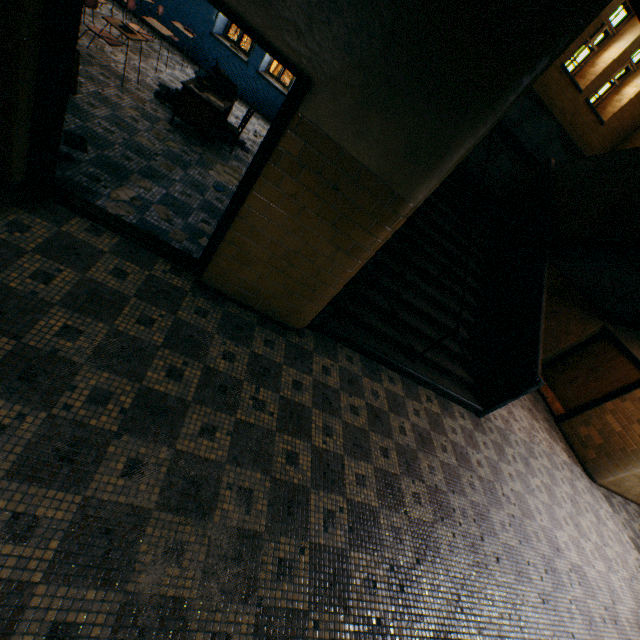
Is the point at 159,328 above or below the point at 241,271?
below

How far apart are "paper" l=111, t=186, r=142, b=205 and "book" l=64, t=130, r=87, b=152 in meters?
0.6

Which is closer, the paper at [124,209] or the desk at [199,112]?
the paper at [124,209]

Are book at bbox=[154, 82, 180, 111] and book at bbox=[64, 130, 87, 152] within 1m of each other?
no

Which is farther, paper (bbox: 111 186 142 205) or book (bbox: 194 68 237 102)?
book (bbox: 194 68 237 102)

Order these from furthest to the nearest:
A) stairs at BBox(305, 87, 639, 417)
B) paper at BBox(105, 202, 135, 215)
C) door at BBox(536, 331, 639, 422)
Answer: door at BBox(536, 331, 639, 422) → stairs at BBox(305, 87, 639, 417) → paper at BBox(105, 202, 135, 215)

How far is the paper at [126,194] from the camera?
3.6m
